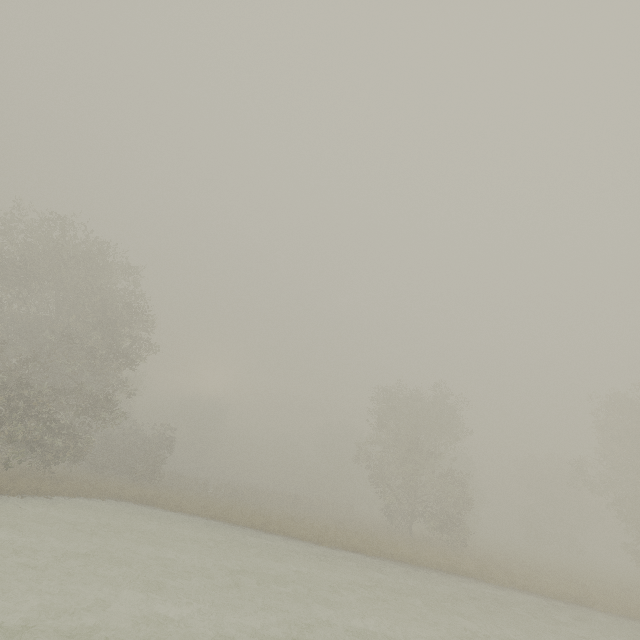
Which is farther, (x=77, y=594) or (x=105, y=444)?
(x=105, y=444)
